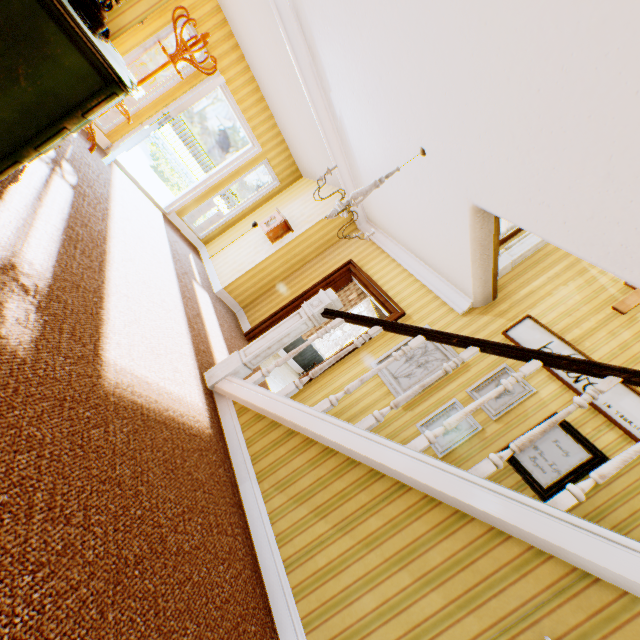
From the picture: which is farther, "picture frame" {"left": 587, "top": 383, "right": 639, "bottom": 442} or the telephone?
"picture frame" {"left": 587, "top": 383, "right": 639, "bottom": 442}

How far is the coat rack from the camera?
A: 4.25m

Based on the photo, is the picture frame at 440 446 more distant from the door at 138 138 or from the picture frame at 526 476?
the door at 138 138

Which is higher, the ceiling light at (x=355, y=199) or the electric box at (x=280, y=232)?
the ceiling light at (x=355, y=199)

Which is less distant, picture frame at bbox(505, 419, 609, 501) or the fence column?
picture frame at bbox(505, 419, 609, 501)

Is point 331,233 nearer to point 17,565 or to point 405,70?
point 405,70

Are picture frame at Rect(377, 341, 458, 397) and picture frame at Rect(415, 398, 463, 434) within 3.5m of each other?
yes

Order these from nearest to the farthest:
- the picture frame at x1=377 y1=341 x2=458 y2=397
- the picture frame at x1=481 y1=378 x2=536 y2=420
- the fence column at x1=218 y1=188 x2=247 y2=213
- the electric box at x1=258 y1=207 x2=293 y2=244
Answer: the picture frame at x1=481 y1=378 x2=536 y2=420, the picture frame at x1=377 y1=341 x2=458 y2=397, the electric box at x1=258 y1=207 x2=293 y2=244, the fence column at x1=218 y1=188 x2=247 y2=213
